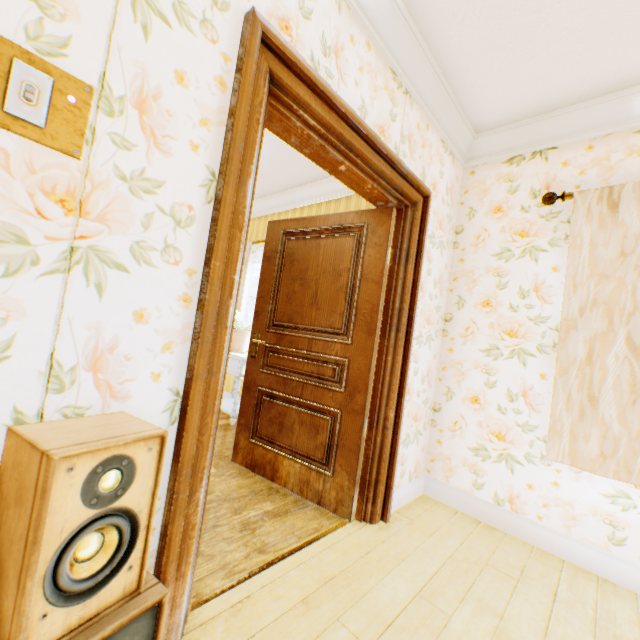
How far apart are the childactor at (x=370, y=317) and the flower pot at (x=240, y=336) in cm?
114

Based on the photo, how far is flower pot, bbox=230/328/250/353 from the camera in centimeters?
411cm

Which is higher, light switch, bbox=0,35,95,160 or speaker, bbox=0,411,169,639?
light switch, bbox=0,35,95,160

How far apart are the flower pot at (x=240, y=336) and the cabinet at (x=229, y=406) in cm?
1

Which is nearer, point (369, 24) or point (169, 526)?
point (169, 526)

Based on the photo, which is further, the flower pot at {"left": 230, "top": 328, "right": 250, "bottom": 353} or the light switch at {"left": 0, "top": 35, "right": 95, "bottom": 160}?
the flower pot at {"left": 230, "top": 328, "right": 250, "bottom": 353}

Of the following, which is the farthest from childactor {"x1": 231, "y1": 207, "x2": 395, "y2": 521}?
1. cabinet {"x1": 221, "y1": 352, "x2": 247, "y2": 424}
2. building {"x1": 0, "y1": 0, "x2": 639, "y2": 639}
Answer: cabinet {"x1": 221, "y1": 352, "x2": 247, "y2": 424}

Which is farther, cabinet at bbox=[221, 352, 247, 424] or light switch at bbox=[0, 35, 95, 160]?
cabinet at bbox=[221, 352, 247, 424]
